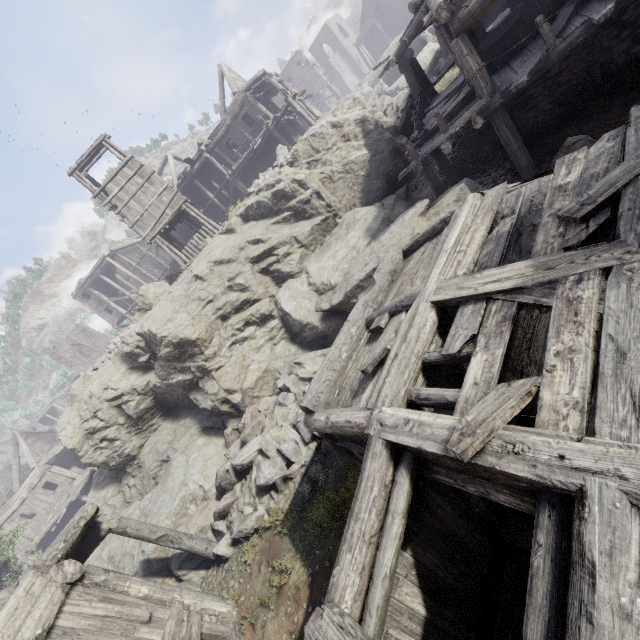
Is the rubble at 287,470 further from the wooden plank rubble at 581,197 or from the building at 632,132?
the wooden plank rubble at 581,197

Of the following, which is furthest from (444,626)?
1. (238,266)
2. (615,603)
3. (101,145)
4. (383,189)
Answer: (101,145)

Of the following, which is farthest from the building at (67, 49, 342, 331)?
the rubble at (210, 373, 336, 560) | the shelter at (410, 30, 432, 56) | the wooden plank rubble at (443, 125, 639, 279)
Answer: the shelter at (410, 30, 432, 56)

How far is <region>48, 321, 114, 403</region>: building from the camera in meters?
46.6 m

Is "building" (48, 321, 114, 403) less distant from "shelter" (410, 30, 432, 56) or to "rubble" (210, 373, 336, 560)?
"rubble" (210, 373, 336, 560)

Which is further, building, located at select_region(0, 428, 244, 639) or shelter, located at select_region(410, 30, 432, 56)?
shelter, located at select_region(410, 30, 432, 56)

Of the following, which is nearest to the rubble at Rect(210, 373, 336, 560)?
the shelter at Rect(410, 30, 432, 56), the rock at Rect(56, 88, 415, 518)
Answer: the rock at Rect(56, 88, 415, 518)

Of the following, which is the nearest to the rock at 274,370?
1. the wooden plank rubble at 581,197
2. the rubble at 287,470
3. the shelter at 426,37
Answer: the rubble at 287,470
